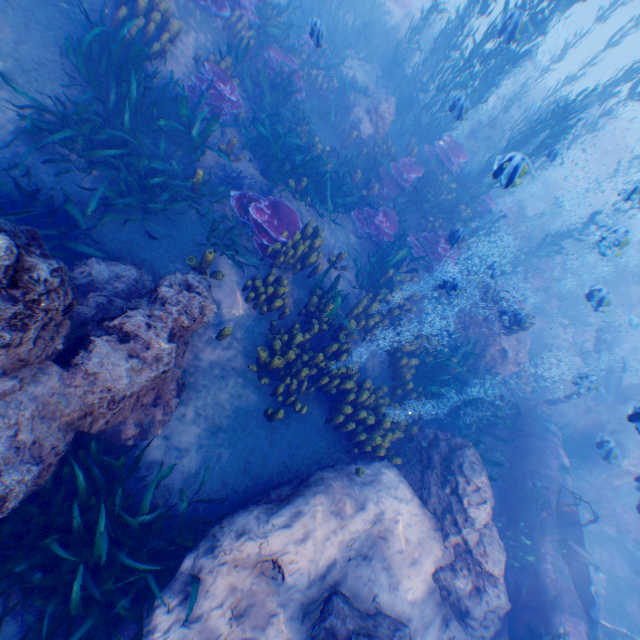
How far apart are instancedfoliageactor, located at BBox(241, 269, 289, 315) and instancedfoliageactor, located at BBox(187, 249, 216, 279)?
0.6 meters

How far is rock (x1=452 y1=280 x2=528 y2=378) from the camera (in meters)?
9.30

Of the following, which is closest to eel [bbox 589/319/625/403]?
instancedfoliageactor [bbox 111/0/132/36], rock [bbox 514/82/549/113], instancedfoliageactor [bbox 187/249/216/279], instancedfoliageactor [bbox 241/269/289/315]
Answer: rock [bbox 514/82/549/113]

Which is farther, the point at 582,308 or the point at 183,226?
the point at 582,308

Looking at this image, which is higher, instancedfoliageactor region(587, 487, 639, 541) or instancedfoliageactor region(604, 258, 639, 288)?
instancedfoliageactor region(604, 258, 639, 288)

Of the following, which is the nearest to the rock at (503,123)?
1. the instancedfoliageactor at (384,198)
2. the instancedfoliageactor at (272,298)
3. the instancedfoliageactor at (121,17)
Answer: the instancedfoliageactor at (384,198)

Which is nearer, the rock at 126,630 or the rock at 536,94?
the rock at 126,630

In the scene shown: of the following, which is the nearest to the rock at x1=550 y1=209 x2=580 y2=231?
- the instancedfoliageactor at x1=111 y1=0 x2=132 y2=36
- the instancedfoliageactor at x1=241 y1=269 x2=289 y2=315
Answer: the instancedfoliageactor at x1=111 y1=0 x2=132 y2=36
